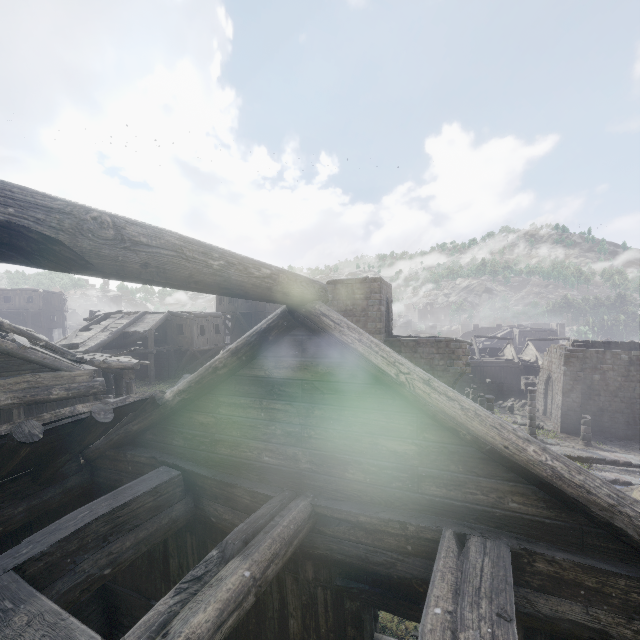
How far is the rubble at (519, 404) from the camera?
32.2m

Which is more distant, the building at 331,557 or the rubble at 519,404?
the rubble at 519,404

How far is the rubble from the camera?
32.2 meters

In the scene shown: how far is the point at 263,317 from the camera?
36.2 meters

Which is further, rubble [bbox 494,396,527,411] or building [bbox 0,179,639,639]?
rubble [bbox 494,396,527,411]

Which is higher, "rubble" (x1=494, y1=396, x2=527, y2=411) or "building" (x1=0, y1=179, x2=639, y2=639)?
"building" (x1=0, y1=179, x2=639, y2=639)
